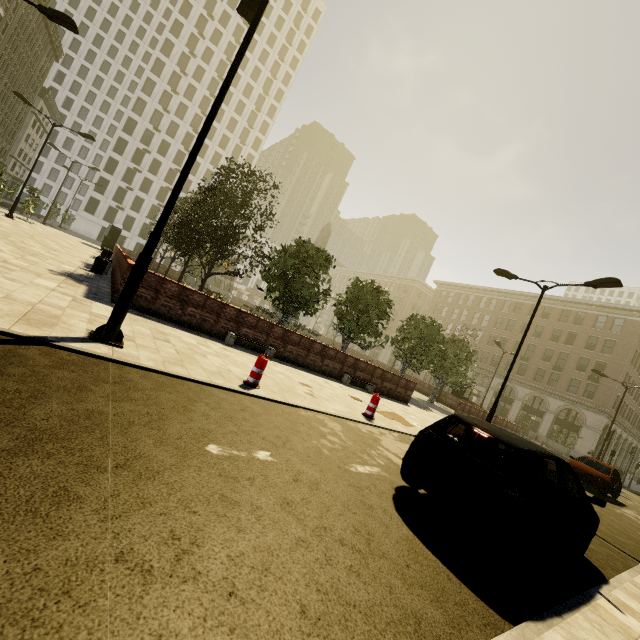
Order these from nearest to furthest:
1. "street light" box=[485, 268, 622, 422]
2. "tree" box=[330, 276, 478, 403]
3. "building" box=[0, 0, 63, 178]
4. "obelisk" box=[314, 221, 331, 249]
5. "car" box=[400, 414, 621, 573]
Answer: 1. "car" box=[400, 414, 621, 573]
2. "street light" box=[485, 268, 622, 422]
3. "tree" box=[330, 276, 478, 403]
4. "obelisk" box=[314, 221, 331, 249]
5. "building" box=[0, 0, 63, 178]

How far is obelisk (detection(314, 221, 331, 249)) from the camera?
32.16m

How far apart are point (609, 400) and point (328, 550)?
49.8 meters

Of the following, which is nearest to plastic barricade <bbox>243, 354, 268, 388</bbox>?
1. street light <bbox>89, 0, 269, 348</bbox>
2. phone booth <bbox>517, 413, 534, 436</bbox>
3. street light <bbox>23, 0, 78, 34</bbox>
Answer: street light <bbox>89, 0, 269, 348</bbox>

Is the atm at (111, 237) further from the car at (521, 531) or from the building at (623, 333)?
the car at (521, 531)

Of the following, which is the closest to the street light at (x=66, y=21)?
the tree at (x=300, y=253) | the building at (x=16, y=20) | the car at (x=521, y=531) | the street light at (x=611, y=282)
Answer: the tree at (x=300, y=253)

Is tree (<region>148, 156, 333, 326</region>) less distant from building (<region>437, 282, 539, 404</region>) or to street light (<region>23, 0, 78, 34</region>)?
building (<region>437, 282, 539, 404</region>)

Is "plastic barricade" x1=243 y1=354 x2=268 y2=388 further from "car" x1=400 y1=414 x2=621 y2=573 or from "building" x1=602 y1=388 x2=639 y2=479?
"building" x1=602 y1=388 x2=639 y2=479
